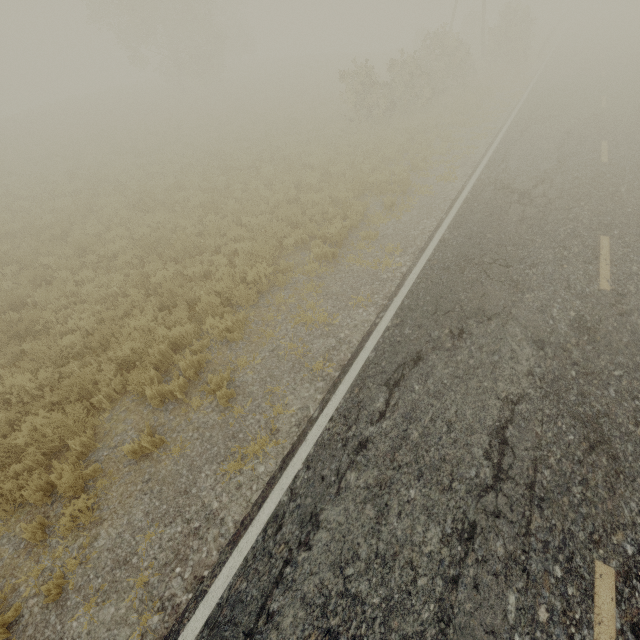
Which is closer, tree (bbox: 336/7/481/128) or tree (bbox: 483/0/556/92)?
tree (bbox: 336/7/481/128)

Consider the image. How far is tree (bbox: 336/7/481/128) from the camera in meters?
16.9

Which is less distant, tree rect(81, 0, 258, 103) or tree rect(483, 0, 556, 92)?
tree rect(483, 0, 556, 92)

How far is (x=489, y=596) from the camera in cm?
340

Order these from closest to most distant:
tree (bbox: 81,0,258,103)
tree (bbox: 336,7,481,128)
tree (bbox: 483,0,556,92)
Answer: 1. tree (bbox: 336,7,481,128)
2. tree (bbox: 483,0,556,92)
3. tree (bbox: 81,0,258,103)

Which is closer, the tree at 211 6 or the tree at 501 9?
the tree at 501 9

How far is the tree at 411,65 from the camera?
16.9m
